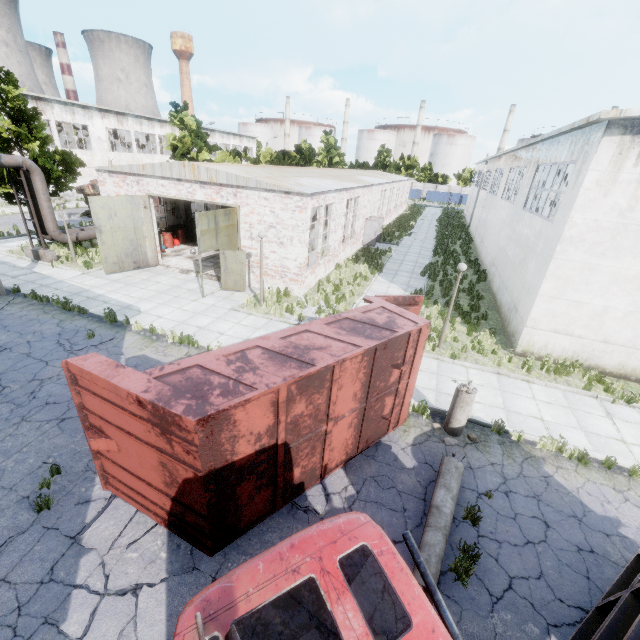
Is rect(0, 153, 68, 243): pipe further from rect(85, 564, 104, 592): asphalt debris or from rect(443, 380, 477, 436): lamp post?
rect(443, 380, 477, 436): lamp post

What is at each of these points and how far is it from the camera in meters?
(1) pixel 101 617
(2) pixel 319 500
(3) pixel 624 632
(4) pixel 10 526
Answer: (1) asphalt debris, 4.7
(2) asphalt debris, 6.6
(3) truck, 3.8
(4) asphalt debris, 5.7

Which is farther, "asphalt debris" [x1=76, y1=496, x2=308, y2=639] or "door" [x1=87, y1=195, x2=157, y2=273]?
"door" [x1=87, y1=195, x2=157, y2=273]

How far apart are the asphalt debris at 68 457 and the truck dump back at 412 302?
5.41m

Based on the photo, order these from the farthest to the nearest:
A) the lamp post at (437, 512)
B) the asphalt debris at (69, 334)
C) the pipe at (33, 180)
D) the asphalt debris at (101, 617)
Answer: the pipe at (33, 180) → the asphalt debris at (69, 334) → the lamp post at (437, 512) → the asphalt debris at (101, 617)

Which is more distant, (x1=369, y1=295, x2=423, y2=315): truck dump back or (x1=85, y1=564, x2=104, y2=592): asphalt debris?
(x1=369, y1=295, x2=423, y2=315): truck dump back

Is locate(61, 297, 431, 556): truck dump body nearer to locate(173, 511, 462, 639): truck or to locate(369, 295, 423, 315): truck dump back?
locate(369, 295, 423, 315): truck dump back

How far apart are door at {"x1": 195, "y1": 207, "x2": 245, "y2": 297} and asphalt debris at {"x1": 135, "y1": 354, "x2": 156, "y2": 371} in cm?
419
